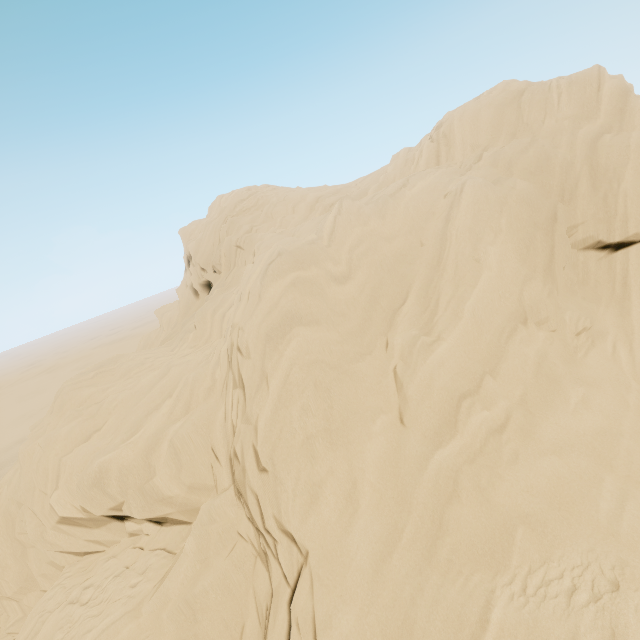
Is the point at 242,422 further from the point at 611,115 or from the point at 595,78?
the point at 595,78
